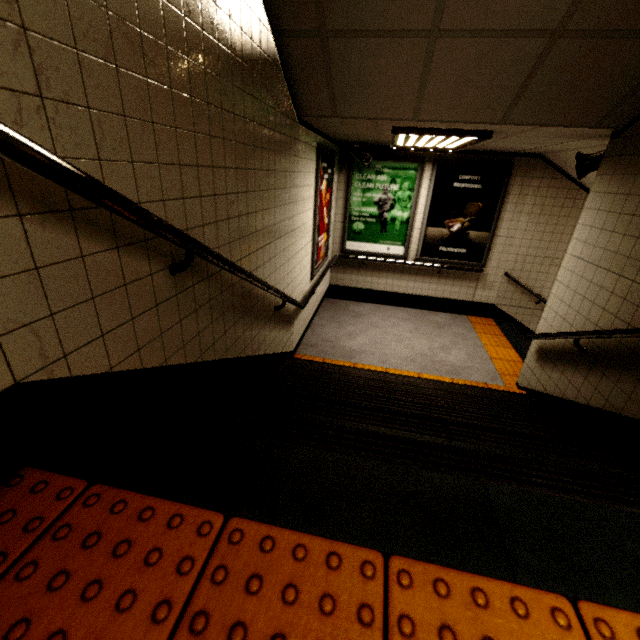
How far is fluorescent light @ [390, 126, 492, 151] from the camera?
3.3 meters

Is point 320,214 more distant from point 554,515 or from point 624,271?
point 554,515

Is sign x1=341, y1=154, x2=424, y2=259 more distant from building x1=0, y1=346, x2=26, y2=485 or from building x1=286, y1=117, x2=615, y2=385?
building x1=0, y1=346, x2=26, y2=485

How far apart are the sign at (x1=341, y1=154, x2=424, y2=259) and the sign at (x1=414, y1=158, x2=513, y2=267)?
0.1m

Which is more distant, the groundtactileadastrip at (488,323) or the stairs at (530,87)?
the groundtactileadastrip at (488,323)

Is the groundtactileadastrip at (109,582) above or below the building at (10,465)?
below

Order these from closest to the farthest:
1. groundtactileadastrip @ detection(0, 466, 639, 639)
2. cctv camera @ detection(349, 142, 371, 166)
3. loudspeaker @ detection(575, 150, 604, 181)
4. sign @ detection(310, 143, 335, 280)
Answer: groundtactileadastrip @ detection(0, 466, 639, 639)
loudspeaker @ detection(575, 150, 604, 181)
sign @ detection(310, 143, 335, 280)
cctv camera @ detection(349, 142, 371, 166)

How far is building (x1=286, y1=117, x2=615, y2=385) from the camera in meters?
3.5 m
